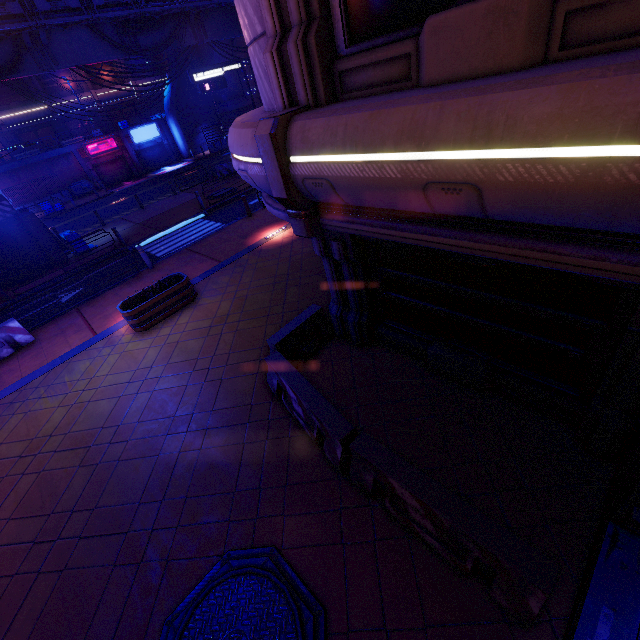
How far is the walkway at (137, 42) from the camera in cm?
1909

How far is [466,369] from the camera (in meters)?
5.69

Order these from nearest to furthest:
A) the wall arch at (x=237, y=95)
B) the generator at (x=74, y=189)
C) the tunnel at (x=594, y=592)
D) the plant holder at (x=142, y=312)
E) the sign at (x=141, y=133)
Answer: the tunnel at (x=594, y=592)
the plant holder at (x=142, y=312)
the generator at (x=74, y=189)
the sign at (x=141, y=133)
the wall arch at (x=237, y=95)

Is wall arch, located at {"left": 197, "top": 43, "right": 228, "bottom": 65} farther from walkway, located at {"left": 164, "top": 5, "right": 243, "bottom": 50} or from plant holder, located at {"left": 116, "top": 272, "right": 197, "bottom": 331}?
plant holder, located at {"left": 116, "top": 272, "right": 197, "bottom": 331}

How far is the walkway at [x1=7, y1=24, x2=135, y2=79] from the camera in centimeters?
1723cm

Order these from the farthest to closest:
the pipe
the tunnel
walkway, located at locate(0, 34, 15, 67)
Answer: walkway, located at locate(0, 34, 15, 67) → the pipe → the tunnel

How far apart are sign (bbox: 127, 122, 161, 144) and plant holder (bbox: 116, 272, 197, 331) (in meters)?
37.07

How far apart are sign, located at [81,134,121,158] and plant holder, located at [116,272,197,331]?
35.8m
